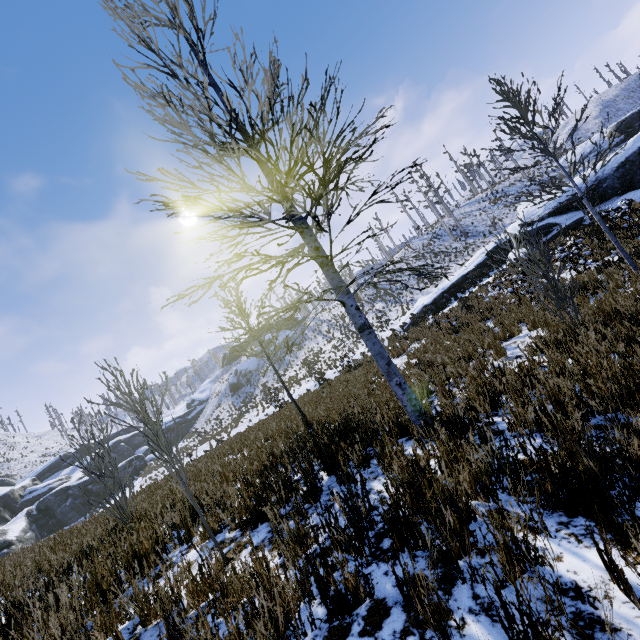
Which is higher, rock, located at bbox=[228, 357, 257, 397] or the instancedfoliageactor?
rock, located at bbox=[228, 357, 257, 397]

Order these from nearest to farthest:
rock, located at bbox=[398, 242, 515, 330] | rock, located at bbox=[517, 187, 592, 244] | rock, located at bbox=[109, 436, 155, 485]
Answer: rock, located at bbox=[517, 187, 592, 244]
rock, located at bbox=[398, 242, 515, 330]
rock, located at bbox=[109, 436, 155, 485]

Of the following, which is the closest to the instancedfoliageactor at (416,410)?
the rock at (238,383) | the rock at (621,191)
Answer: the rock at (621,191)

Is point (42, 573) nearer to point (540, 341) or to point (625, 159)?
point (540, 341)

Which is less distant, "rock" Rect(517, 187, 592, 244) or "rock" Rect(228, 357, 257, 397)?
"rock" Rect(517, 187, 592, 244)

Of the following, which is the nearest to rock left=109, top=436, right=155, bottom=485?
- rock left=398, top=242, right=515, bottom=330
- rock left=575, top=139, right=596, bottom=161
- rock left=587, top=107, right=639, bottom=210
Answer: rock left=398, top=242, right=515, bottom=330

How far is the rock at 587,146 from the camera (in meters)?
31.95

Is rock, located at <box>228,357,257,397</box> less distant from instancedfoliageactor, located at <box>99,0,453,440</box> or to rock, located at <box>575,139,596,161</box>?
instancedfoliageactor, located at <box>99,0,453,440</box>
